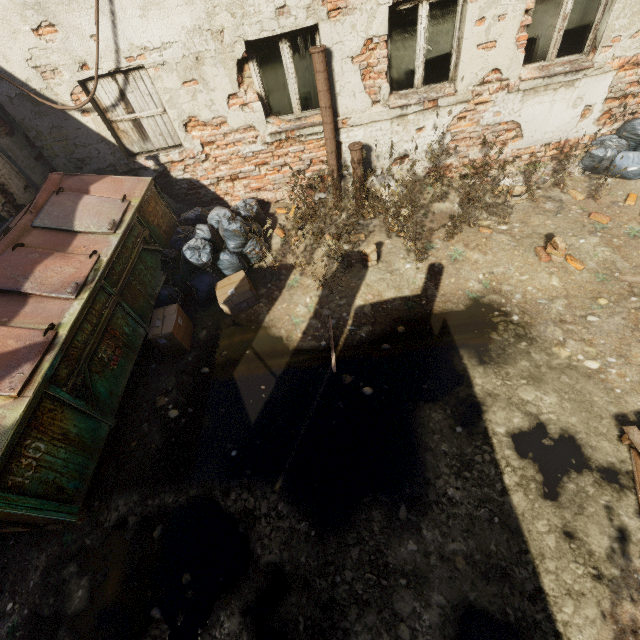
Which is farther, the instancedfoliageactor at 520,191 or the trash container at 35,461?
the instancedfoliageactor at 520,191

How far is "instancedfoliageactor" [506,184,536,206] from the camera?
5.02m

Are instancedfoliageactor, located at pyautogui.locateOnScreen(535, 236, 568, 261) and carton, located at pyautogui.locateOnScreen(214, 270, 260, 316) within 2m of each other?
no

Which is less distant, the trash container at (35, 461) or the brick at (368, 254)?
the trash container at (35, 461)

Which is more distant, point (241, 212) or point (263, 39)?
point (241, 212)

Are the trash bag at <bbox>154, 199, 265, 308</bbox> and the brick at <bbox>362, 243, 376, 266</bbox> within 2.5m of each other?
yes

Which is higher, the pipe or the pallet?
the pipe

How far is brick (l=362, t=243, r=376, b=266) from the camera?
4.8m
